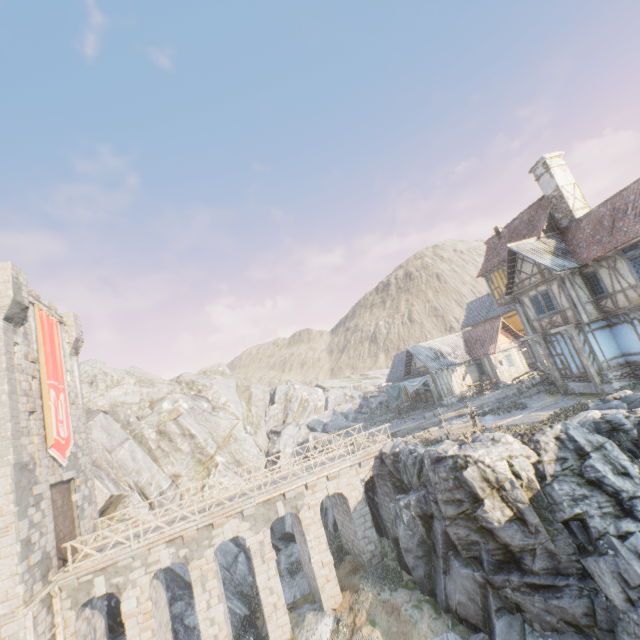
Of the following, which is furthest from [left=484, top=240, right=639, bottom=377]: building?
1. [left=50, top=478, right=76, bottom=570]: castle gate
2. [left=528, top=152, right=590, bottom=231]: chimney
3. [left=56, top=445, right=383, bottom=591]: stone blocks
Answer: [left=50, top=478, right=76, bottom=570]: castle gate

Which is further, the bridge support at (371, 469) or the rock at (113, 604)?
the bridge support at (371, 469)

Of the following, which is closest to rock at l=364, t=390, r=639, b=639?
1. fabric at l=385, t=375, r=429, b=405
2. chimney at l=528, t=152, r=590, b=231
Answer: fabric at l=385, t=375, r=429, b=405

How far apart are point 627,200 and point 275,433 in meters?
35.4

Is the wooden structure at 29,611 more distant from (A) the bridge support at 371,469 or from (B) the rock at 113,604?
(A) the bridge support at 371,469

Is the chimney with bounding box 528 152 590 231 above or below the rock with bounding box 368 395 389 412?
above

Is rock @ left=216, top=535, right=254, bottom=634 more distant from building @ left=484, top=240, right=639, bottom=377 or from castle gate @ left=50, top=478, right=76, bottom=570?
castle gate @ left=50, top=478, right=76, bottom=570

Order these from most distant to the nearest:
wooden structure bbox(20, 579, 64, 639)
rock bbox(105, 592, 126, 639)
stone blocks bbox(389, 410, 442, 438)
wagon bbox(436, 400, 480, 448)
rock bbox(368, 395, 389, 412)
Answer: rock bbox(368, 395, 389, 412) → stone blocks bbox(389, 410, 442, 438) → rock bbox(105, 592, 126, 639) → wagon bbox(436, 400, 480, 448) → wooden structure bbox(20, 579, 64, 639)
